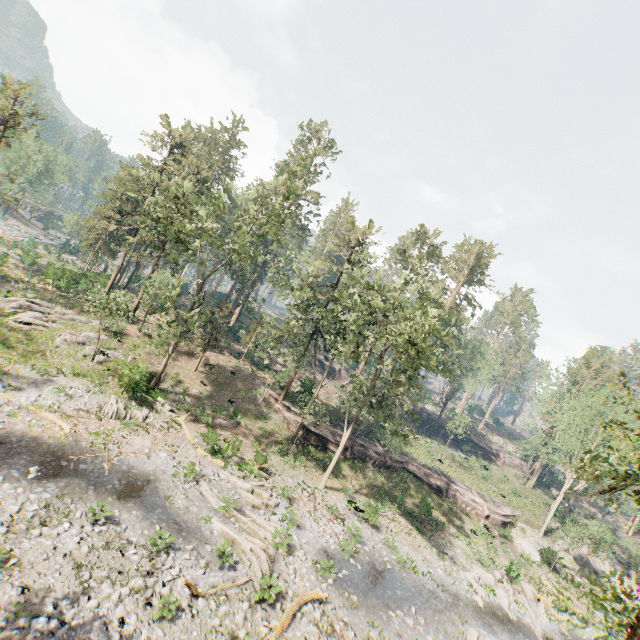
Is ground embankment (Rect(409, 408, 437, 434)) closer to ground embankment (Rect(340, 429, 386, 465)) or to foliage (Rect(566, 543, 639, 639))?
foliage (Rect(566, 543, 639, 639))

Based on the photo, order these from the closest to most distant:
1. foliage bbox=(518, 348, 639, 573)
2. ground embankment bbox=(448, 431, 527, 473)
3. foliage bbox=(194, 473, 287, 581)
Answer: foliage bbox=(518, 348, 639, 573) < foliage bbox=(194, 473, 287, 581) < ground embankment bbox=(448, 431, 527, 473)

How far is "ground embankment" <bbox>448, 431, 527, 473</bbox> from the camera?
56.6m

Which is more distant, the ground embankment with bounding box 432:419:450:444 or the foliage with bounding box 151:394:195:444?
the ground embankment with bounding box 432:419:450:444

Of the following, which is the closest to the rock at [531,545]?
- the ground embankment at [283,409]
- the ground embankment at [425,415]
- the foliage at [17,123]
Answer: the ground embankment at [283,409]

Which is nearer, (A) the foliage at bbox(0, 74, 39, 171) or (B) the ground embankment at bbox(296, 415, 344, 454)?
(A) the foliage at bbox(0, 74, 39, 171)

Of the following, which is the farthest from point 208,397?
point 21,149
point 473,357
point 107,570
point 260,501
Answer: point 21,149

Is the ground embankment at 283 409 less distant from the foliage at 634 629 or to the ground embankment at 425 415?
the foliage at 634 629
